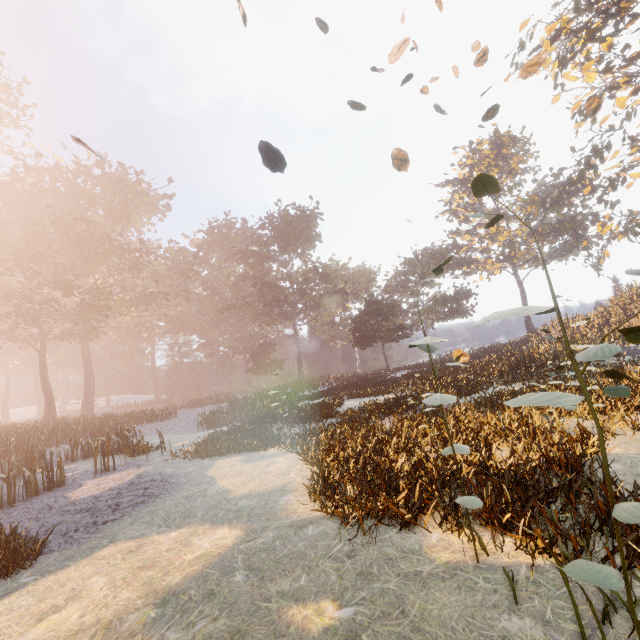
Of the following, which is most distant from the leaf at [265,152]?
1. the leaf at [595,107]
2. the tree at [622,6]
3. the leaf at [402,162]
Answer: the tree at [622,6]

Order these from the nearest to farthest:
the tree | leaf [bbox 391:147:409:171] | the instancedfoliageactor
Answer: the instancedfoliageactor, leaf [bbox 391:147:409:171], the tree

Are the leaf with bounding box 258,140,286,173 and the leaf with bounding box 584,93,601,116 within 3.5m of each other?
no

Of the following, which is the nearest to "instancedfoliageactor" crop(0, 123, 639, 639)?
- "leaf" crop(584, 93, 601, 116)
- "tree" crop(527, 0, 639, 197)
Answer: "leaf" crop(584, 93, 601, 116)

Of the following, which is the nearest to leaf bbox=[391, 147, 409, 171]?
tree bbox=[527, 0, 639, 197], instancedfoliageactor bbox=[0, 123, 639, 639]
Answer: instancedfoliageactor bbox=[0, 123, 639, 639]

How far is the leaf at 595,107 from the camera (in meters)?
4.25

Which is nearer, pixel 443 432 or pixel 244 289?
pixel 443 432

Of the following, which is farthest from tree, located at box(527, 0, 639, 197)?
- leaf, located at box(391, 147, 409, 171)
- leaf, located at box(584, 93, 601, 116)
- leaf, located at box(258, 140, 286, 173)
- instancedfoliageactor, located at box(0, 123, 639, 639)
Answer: leaf, located at box(258, 140, 286, 173)
